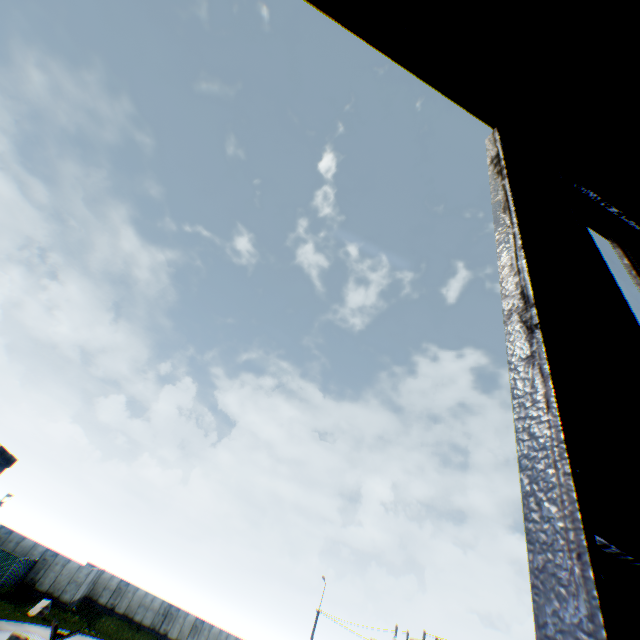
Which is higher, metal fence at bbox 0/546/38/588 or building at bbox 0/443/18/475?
building at bbox 0/443/18/475

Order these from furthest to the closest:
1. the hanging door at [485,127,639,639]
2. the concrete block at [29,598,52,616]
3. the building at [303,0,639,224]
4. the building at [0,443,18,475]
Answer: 1. the concrete block at [29,598,52,616]
2. the building at [0,443,18,475]
3. the building at [303,0,639,224]
4. the hanging door at [485,127,639,639]

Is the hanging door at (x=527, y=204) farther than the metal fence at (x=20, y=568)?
No

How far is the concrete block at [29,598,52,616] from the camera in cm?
2490

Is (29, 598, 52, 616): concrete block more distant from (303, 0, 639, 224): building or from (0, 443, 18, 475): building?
(303, 0, 639, 224): building

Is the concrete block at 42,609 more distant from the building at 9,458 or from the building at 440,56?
the building at 440,56

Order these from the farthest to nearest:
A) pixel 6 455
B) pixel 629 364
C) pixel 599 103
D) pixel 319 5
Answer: pixel 6 455, pixel 599 103, pixel 319 5, pixel 629 364
